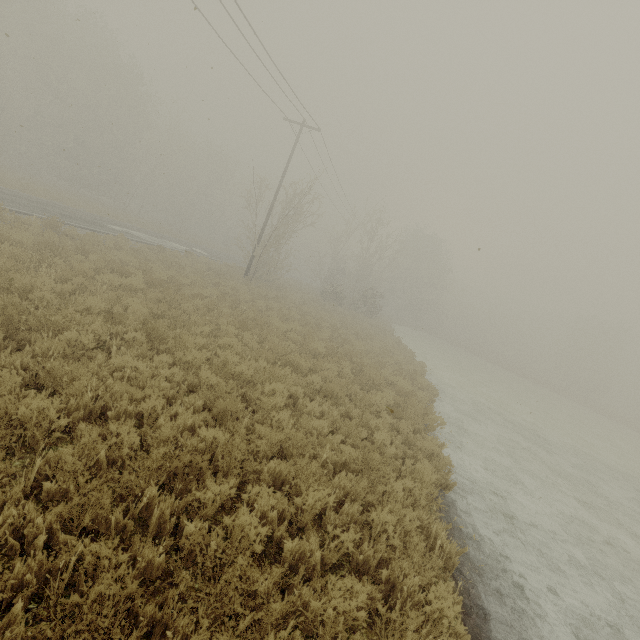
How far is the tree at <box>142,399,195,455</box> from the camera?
4.50m

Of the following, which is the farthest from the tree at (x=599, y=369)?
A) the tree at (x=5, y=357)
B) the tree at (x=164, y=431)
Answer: the tree at (x=5, y=357)

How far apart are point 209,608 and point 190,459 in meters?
1.8 m

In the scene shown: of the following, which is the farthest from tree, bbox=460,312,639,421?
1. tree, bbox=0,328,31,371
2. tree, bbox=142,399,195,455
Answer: tree, bbox=0,328,31,371

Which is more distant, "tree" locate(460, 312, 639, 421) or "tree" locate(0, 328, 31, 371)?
"tree" locate(460, 312, 639, 421)

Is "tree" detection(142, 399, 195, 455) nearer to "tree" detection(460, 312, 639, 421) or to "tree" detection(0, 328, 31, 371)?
"tree" detection(0, 328, 31, 371)
